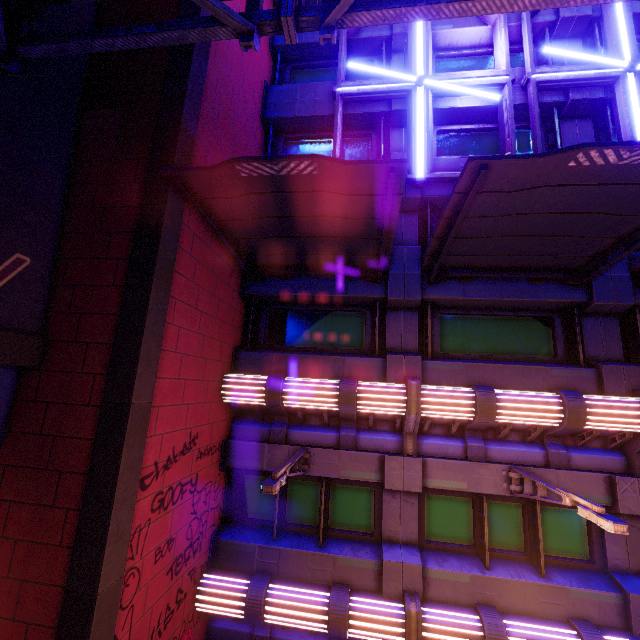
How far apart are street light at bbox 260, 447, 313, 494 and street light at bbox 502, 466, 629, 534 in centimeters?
444cm

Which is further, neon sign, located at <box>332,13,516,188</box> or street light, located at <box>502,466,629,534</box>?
neon sign, located at <box>332,13,516,188</box>

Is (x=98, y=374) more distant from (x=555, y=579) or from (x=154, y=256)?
(x=555, y=579)

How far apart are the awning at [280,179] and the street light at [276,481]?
4.5 meters

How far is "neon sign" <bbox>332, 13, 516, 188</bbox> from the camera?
8.9 meters

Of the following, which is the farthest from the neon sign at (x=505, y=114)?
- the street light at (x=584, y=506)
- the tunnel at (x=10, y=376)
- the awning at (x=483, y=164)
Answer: the tunnel at (x=10, y=376)

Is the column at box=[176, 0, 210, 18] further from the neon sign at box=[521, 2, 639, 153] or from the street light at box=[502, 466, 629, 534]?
the neon sign at box=[521, 2, 639, 153]

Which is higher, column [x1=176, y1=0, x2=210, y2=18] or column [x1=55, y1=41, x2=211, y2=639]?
column [x1=176, y1=0, x2=210, y2=18]
